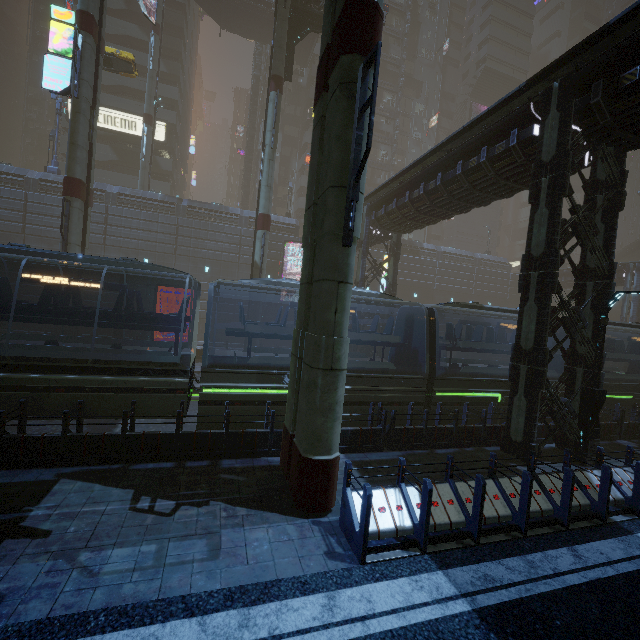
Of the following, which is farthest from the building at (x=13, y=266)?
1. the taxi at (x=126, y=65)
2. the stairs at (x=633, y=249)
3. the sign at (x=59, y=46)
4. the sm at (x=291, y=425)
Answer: the taxi at (x=126, y=65)

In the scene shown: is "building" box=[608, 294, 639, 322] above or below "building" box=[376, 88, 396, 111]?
below

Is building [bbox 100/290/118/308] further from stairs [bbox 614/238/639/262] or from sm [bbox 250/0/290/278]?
stairs [bbox 614/238/639/262]

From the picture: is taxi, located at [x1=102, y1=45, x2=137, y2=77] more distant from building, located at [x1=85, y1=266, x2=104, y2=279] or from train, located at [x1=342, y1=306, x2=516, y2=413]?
train, located at [x1=342, y1=306, x2=516, y2=413]

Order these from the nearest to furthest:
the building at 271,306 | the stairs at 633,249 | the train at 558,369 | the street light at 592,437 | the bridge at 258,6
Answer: the street light at 592,437, the train at 558,369, the building at 271,306, the bridge at 258,6, the stairs at 633,249

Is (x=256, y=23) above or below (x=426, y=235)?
above
